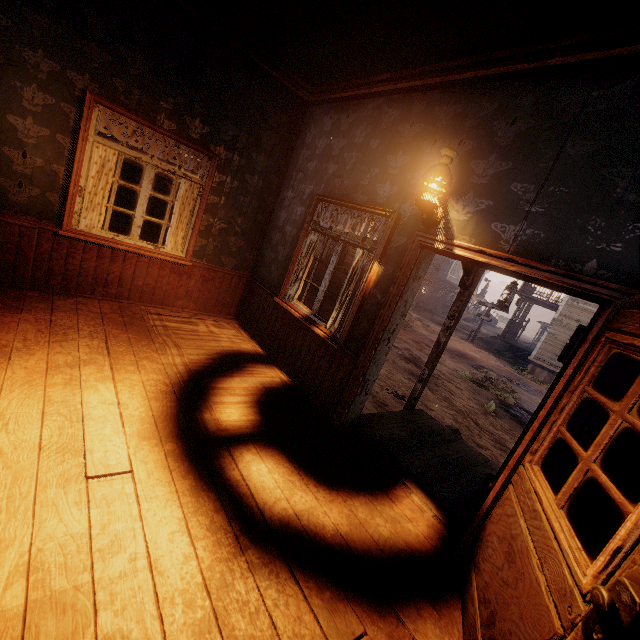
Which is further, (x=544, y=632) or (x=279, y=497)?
(x=279, y=497)

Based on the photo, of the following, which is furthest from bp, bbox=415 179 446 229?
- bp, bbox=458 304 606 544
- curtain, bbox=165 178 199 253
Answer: curtain, bbox=165 178 199 253

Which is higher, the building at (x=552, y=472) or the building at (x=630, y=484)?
the building at (x=630, y=484)

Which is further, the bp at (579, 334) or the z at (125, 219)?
the z at (125, 219)

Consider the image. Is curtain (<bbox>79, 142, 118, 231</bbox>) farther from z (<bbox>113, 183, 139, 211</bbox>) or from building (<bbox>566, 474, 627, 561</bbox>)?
z (<bbox>113, 183, 139, 211</bbox>)

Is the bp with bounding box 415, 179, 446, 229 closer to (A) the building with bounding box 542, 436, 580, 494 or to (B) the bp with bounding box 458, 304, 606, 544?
(A) the building with bounding box 542, 436, 580, 494

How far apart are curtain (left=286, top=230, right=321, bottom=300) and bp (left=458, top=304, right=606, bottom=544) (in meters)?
3.04

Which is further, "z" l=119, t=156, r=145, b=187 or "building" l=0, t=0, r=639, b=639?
"z" l=119, t=156, r=145, b=187
